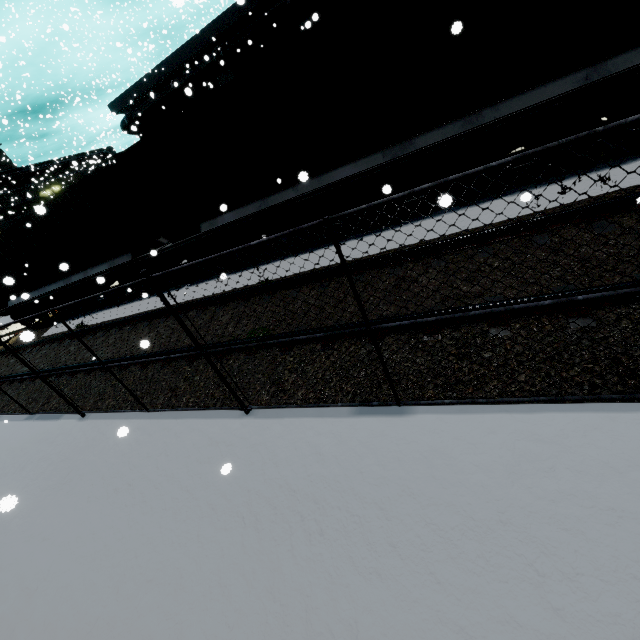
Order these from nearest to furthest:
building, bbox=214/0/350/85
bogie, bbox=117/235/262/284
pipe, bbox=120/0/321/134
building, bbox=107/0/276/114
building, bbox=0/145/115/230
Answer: bogie, bbox=117/235/262/284 < building, bbox=214/0/350/85 < pipe, bbox=120/0/321/134 < building, bbox=107/0/276/114 < building, bbox=0/145/115/230

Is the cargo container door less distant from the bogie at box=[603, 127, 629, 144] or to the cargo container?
the cargo container

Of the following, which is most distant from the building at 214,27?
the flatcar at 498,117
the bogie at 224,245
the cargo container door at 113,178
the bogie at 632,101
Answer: the bogie at 224,245

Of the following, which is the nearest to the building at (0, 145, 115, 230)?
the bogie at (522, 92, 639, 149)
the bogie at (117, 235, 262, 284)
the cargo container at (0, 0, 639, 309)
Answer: the cargo container at (0, 0, 639, 309)

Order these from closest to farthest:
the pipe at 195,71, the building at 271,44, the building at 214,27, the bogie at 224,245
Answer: the bogie at 224,245 < the building at 271,44 < the pipe at 195,71 < the building at 214,27

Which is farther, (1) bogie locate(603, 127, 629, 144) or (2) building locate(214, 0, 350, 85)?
(2) building locate(214, 0, 350, 85)

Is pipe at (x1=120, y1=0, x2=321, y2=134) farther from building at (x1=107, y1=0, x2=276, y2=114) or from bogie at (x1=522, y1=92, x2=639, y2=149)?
bogie at (x1=522, y1=92, x2=639, y2=149)

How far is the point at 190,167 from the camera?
8.3m
